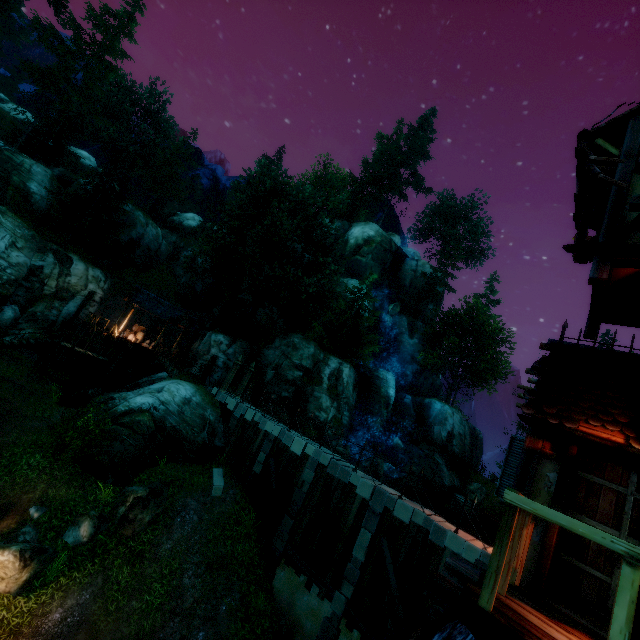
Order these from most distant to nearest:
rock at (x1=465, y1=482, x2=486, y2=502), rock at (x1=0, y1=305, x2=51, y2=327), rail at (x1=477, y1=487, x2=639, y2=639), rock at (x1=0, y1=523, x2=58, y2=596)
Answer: rock at (x1=465, y1=482, x2=486, y2=502), rock at (x1=0, y1=305, x2=51, y2=327), rock at (x1=0, y1=523, x2=58, y2=596), rail at (x1=477, y1=487, x2=639, y2=639)

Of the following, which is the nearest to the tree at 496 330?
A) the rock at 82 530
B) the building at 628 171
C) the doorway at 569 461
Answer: the building at 628 171

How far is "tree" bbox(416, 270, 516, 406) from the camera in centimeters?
3762cm

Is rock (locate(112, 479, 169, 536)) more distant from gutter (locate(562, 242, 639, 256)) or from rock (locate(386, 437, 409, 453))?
rock (locate(386, 437, 409, 453))

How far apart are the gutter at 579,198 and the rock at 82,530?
18.5m

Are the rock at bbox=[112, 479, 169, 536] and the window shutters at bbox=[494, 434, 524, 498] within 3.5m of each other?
no

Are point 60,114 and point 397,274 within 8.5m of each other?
no

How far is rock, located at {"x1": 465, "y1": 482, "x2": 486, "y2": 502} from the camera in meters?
34.5 m
